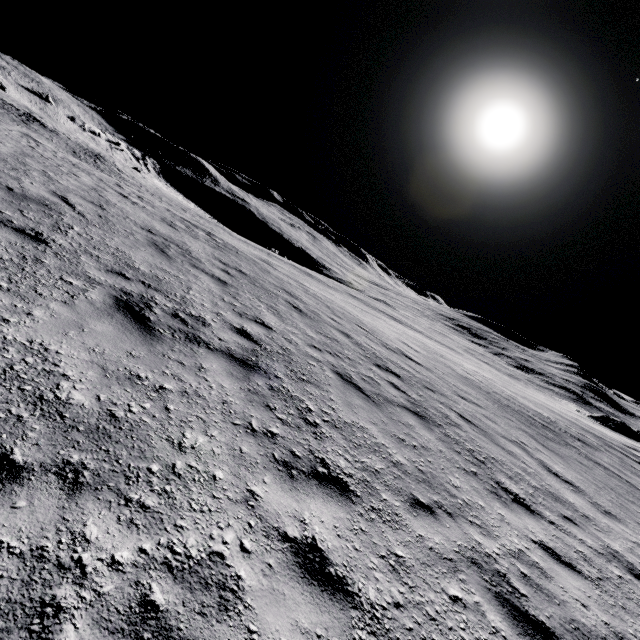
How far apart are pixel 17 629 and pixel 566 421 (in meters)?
25.08
